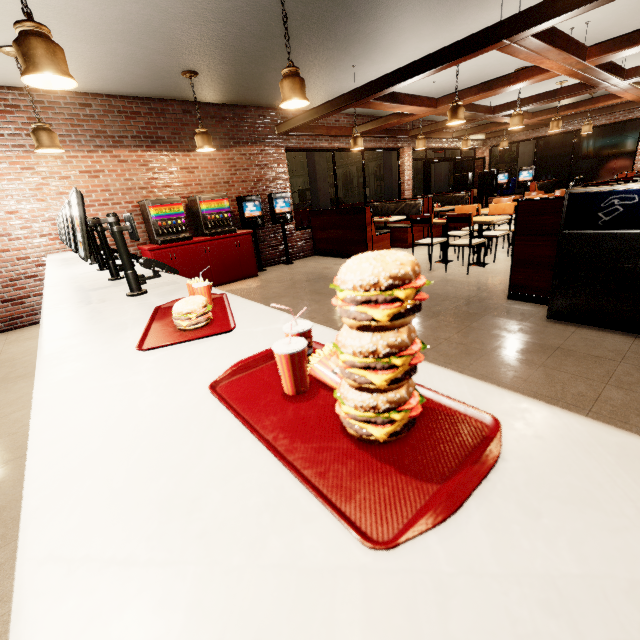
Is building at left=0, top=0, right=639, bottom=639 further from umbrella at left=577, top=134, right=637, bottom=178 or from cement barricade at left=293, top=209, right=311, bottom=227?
cement barricade at left=293, top=209, right=311, bottom=227

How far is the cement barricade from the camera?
19.2 meters

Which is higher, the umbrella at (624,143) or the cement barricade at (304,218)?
the umbrella at (624,143)

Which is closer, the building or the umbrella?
the building

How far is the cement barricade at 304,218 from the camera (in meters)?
19.17

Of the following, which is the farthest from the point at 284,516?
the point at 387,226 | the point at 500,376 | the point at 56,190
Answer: the point at 387,226

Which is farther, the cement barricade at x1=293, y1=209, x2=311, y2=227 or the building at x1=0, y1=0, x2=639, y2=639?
the cement barricade at x1=293, y1=209, x2=311, y2=227

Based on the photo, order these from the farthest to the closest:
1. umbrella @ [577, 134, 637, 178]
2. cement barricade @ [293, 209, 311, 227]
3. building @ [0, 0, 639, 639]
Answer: cement barricade @ [293, 209, 311, 227], umbrella @ [577, 134, 637, 178], building @ [0, 0, 639, 639]
